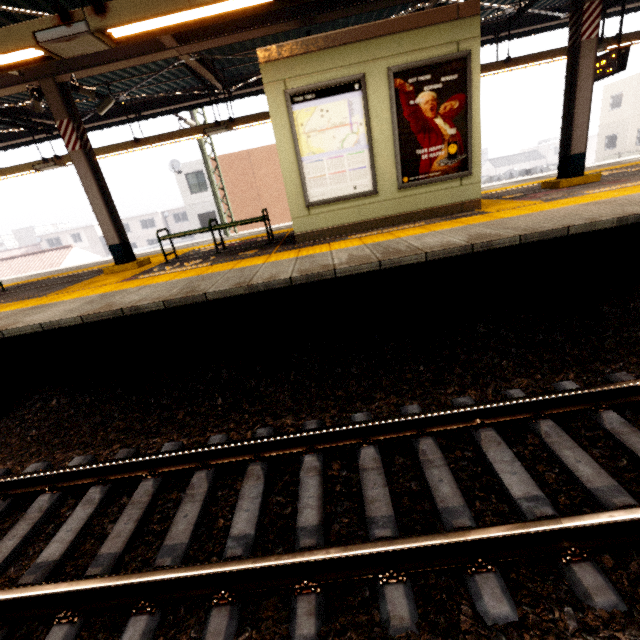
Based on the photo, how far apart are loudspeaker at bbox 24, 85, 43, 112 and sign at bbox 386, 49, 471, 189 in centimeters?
641cm

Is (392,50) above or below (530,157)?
above

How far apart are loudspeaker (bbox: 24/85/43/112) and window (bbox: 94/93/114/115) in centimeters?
118cm

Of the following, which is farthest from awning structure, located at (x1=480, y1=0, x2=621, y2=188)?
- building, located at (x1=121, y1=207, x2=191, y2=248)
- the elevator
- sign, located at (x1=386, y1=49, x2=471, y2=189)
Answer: building, located at (x1=121, y1=207, x2=191, y2=248)

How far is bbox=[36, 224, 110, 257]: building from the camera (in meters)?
49.81

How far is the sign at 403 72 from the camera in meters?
5.0

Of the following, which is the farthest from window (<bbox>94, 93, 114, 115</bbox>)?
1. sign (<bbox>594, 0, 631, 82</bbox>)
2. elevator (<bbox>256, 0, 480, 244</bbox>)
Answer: sign (<bbox>594, 0, 631, 82</bbox>)

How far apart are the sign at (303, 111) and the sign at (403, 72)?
0.3 meters
